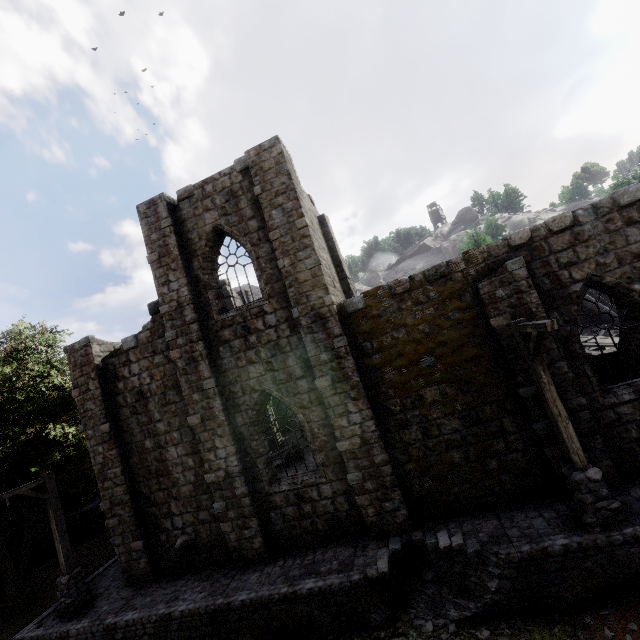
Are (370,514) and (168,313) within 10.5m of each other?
yes

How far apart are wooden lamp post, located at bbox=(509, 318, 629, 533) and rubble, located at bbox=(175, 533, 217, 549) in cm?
1036

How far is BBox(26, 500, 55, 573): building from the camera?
18.5m

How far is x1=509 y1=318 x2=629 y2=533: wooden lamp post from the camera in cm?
681

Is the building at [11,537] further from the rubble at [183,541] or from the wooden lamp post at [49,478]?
the wooden lamp post at [49,478]

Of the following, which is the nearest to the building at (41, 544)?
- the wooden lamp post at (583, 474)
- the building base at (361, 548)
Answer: the building base at (361, 548)

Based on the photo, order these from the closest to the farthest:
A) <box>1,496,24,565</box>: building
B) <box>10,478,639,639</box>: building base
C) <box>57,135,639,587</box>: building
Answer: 1. <box>10,478,639,639</box>: building base
2. <box>57,135,639,587</box>: building
3. <box>1,496,24,565</box>: building

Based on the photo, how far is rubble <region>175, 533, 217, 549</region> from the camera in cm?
1098
